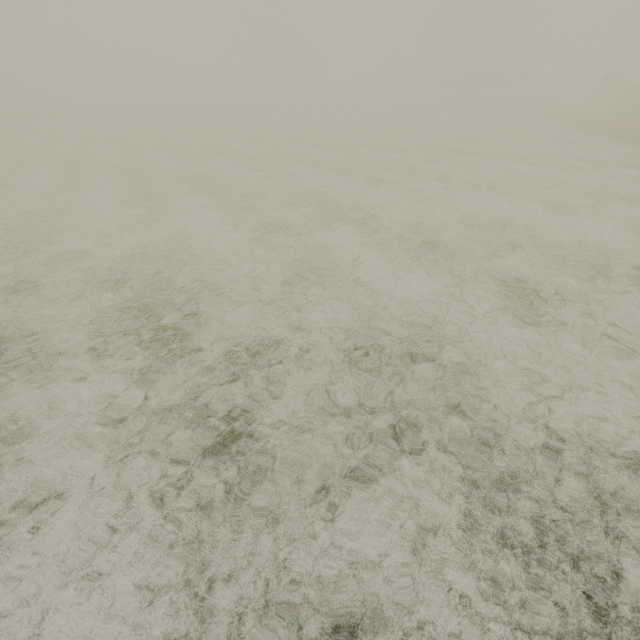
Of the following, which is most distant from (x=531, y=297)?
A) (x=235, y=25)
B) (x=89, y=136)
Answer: (x=235, y=25)
